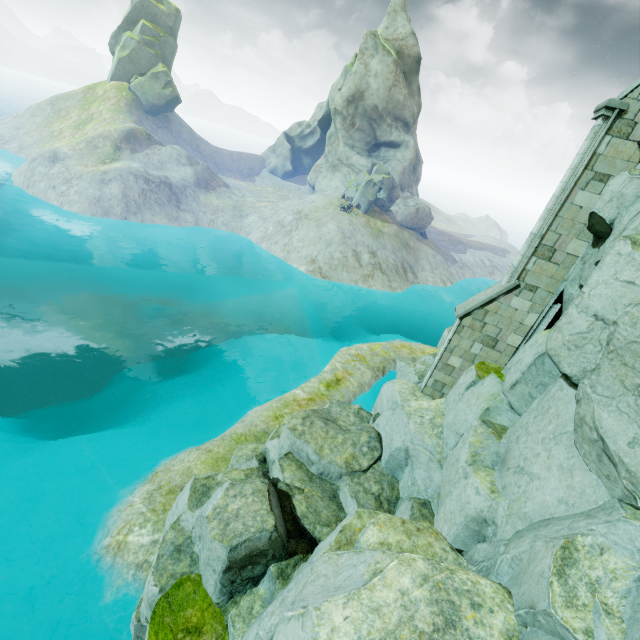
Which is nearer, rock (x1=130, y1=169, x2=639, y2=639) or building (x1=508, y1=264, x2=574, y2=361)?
rock (x1=130, y1=169, x2=639, y2=639)

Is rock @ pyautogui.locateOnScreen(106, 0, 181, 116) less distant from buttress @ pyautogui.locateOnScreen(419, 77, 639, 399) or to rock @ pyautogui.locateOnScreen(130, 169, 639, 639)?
rock @ pyautogui.locateOnScreen(130, 169, 639, 639)

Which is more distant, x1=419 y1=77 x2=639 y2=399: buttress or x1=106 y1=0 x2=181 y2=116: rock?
x1=106 y1=0 x2=181 y2=116: rock

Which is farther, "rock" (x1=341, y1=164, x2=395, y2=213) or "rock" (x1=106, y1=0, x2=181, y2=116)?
"rock" (x1=106, y1=0, x2=181, y2=116)

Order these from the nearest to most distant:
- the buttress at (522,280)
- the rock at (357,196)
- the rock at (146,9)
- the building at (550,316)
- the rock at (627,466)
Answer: the rock at (627,466)
the buttress at (522,280)
the building at (550,316)
the rock at (357,196)
the rock at (146,9)

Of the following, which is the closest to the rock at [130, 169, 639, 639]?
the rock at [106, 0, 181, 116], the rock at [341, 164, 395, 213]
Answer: the rock at [341, 164, 395, 213]

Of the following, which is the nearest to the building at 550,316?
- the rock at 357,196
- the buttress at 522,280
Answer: the buttress at 522,280

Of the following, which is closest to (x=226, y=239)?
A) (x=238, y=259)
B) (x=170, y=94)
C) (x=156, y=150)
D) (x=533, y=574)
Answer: (x=238, y=259)
